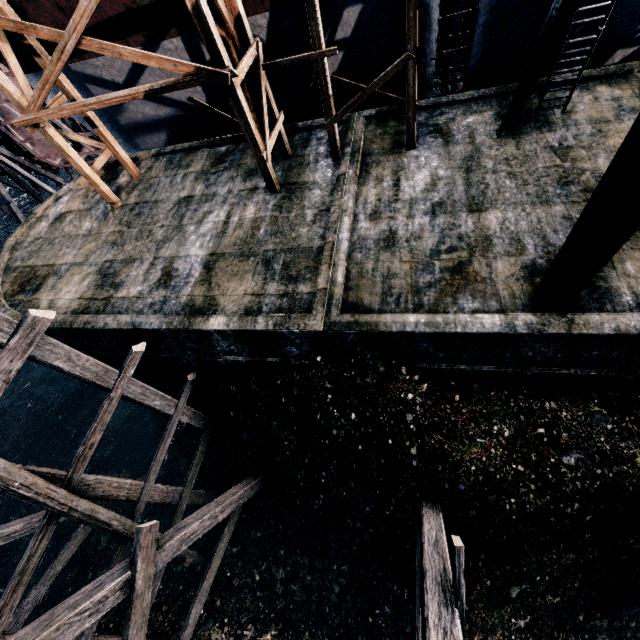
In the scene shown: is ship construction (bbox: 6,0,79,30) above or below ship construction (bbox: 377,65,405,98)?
above

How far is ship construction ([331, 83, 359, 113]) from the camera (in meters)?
14.13

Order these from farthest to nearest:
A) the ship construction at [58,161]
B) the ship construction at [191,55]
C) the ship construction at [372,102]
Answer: the ship construction at [58,161], the ship construction at [372,102], the ship construction at [191,55]

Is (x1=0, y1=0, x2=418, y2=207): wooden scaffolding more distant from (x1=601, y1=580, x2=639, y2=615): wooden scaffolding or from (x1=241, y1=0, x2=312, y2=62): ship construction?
(x1=601, y1=580, x2=639, y2=615): wooden scaffolding

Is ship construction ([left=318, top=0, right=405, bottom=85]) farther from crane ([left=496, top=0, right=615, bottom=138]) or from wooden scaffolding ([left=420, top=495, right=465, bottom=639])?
wooden scaffolding ([left=420, top=495, right=465, bottom=639])

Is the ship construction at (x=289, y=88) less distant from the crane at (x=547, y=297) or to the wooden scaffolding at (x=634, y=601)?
the crane at (x=547, y=297)

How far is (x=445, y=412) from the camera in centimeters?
894cm

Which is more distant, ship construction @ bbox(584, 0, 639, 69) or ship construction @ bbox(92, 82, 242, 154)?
ship construction @ bbox(92, 82, 242, 154)
